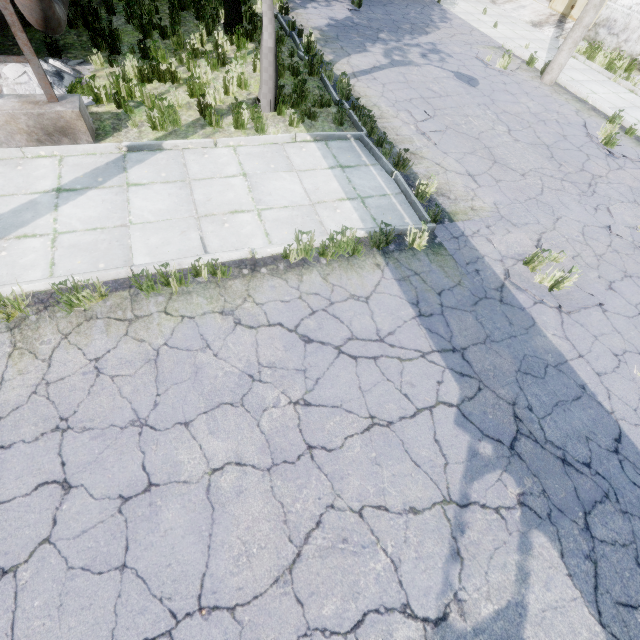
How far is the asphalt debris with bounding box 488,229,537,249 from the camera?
5.9 meters

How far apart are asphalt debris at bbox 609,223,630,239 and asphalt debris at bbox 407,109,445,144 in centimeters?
399cm

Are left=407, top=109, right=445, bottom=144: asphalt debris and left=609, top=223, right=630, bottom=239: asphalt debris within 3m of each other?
no

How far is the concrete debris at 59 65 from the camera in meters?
6.4

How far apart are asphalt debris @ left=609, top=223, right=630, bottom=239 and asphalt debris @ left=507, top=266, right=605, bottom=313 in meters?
A: 1.4

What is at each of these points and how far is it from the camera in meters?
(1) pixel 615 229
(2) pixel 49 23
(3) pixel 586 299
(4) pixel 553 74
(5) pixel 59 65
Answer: (1) asphalt debris, 6.6 m
(2) pipe, 6.0 m
(3) asphalt debris, 5.4 m
(4) lamp post, 10.9 m
(5) concrete debris, 6.9 m

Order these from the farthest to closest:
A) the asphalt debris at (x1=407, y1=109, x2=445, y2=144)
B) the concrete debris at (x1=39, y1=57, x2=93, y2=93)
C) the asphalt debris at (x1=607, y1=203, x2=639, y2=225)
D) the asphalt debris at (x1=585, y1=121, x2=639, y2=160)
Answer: the asphalt debris at (x1=585, y1=121, x2=639, y2=160)
the asphalt debris at (x1=407, y1=109, x2=445, y2=144)
the asphalt debris at (x1=607, y1=203, x2=639, y2=225)
the concrete debris at (x1=39, y1=57, x2=93, y2=93)

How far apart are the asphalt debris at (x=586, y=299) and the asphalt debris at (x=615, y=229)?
1.43m
